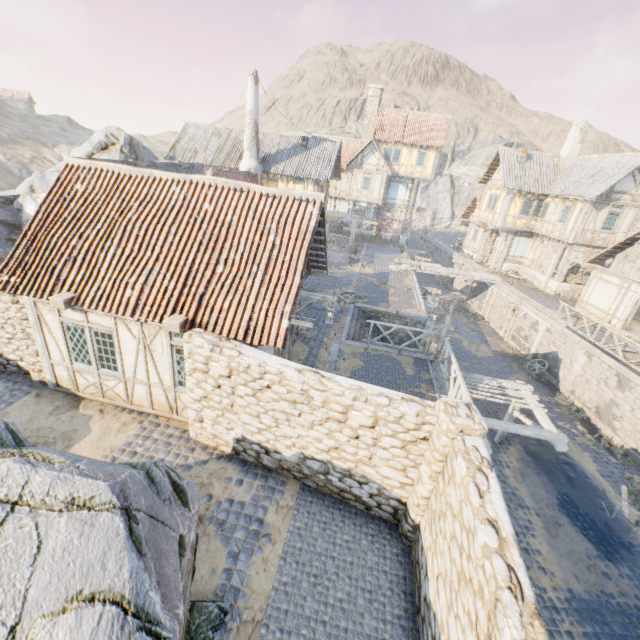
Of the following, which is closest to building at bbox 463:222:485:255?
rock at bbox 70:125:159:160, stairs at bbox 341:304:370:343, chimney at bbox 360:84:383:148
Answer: chimney at bbox 360:84:383:148

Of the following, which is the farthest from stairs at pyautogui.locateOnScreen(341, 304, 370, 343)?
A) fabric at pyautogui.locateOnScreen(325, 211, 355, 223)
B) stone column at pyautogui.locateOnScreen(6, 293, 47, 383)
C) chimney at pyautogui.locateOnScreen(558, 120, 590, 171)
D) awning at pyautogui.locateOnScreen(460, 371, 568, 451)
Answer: chimney at pyautogui.locateOnScreen(558, 120, 590, 171)

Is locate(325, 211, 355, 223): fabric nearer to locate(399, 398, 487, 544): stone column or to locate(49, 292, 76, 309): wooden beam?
locate(49, 292, 76, 309): wooden beam

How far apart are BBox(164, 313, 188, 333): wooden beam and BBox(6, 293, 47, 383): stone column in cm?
422

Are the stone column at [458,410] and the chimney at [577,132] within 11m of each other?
no

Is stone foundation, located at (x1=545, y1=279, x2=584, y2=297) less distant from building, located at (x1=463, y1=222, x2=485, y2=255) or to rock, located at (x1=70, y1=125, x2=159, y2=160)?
building, located at (x1=463, y1=222, x2=485, y2=255)

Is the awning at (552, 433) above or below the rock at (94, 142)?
below

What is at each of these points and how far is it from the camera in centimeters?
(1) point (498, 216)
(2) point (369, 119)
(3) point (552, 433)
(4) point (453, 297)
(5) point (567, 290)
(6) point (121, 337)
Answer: (1) building, 2711cm
(2) chimney, 3344cm
(3) awning, 1048cm
(4) wooden structure, 1202cm
(5) stone foundation, 2469cm
(6) building, 800cm
